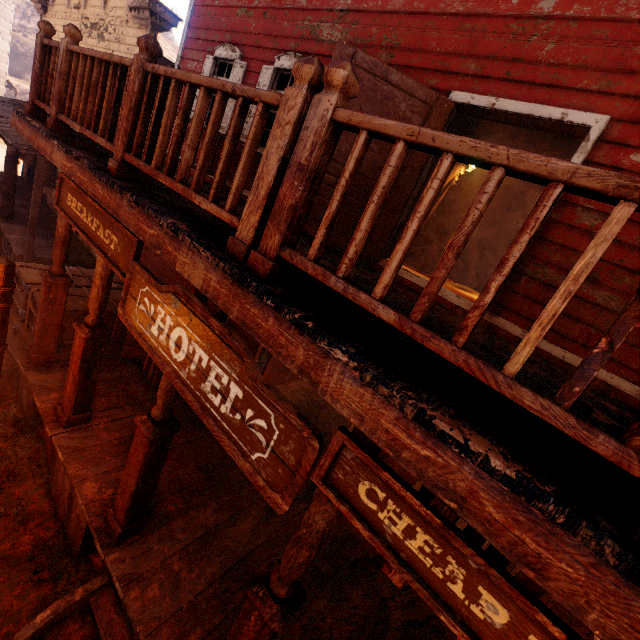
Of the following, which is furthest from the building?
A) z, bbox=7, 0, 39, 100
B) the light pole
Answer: the light pole

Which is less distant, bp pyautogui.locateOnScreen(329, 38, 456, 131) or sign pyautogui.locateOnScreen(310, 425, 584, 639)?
sign pyautogui.locateOnScreen(310, 425, 584, 639)

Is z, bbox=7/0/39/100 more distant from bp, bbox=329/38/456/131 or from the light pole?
bp, bbox=329/38/456/131

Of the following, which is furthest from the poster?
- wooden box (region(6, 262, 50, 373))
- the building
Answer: wooden box (region(6, 262, 50, 373))

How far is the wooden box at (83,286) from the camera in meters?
6.2 m

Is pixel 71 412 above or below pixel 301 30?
below

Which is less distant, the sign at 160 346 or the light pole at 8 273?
the sign at 160 346
